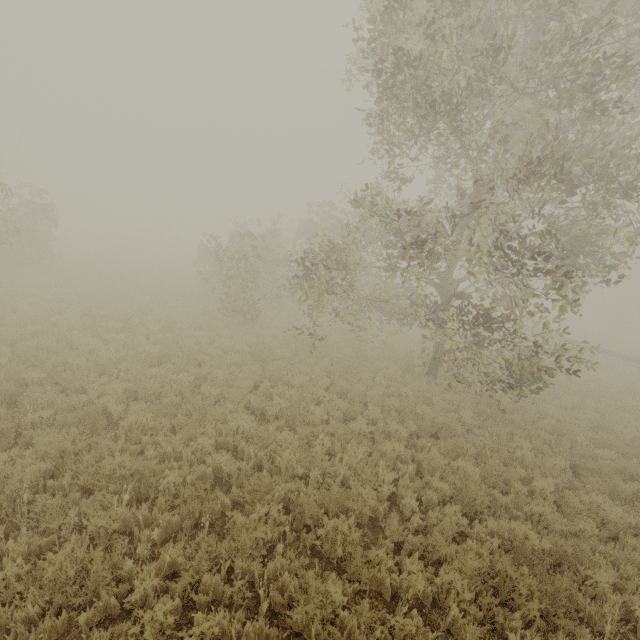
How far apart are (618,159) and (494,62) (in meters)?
4.14
